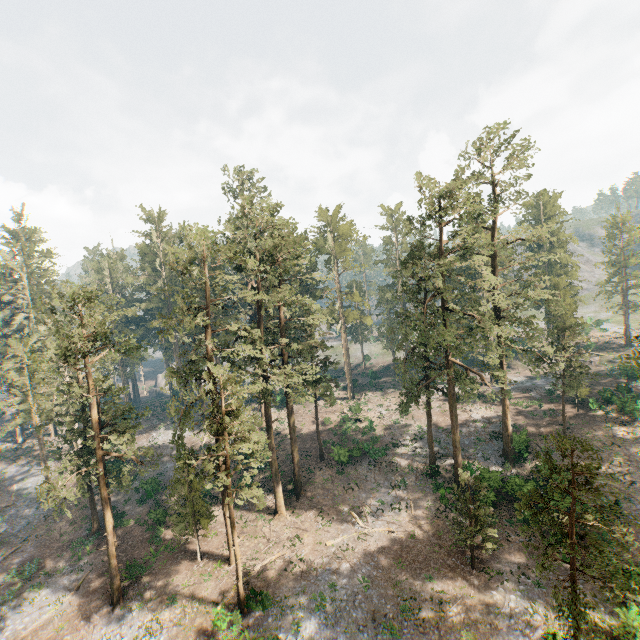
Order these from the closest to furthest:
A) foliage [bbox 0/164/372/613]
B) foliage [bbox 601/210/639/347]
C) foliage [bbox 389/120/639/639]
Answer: foliage [bbox 389/120/639/639], foliage [bbox 0/164/372/613], foliage [bbox 601/210/639/347]

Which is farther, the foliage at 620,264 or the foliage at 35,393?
the foliage at 620,264

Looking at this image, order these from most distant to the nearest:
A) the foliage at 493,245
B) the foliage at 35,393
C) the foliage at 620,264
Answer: the foliage at 620,264
the foliage at 35,393
the foliage at 493,245

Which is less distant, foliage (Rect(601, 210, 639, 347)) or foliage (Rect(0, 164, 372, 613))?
foliage (Rect(0, 164, 372, 613))

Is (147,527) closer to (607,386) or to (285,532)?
(285,532)
